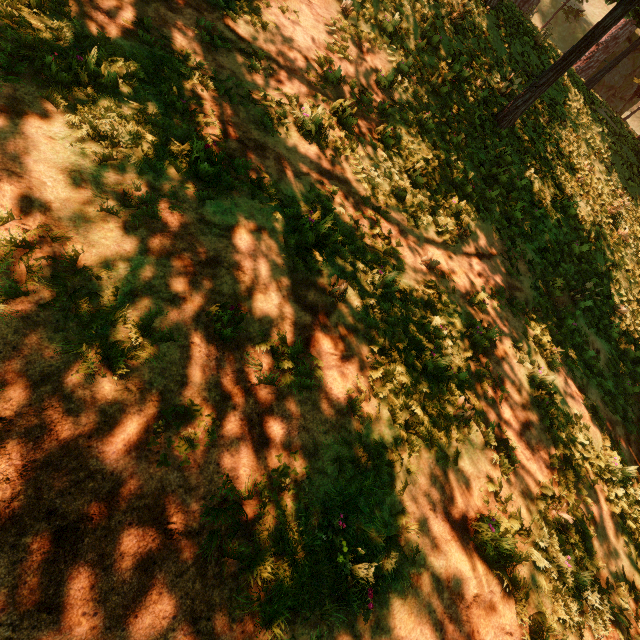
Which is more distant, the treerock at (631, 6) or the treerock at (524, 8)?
the treerock at (524, 8)

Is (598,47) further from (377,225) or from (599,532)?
(599,532)

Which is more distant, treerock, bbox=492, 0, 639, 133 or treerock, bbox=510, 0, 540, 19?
treerock, bbox=510, 0, 540, 19
